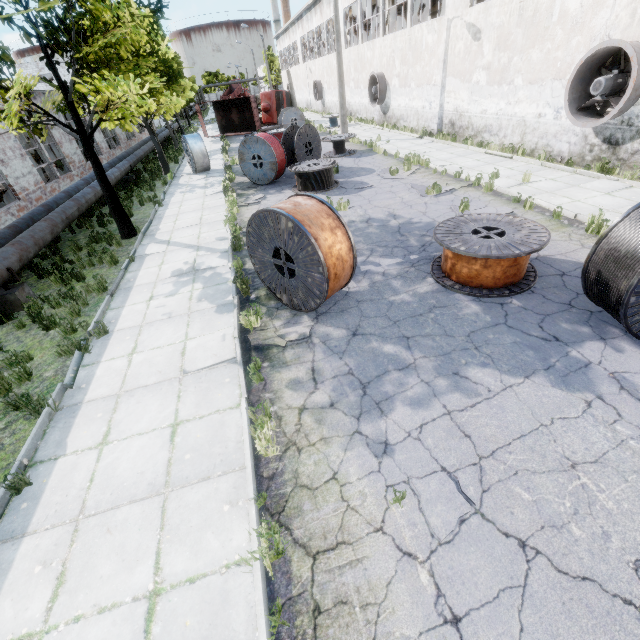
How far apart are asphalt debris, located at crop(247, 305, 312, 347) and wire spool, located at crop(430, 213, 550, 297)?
2.8m

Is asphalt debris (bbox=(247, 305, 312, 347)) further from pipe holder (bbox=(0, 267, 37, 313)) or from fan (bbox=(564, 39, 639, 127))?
fan (bbox=(564, 39, 639, 127))

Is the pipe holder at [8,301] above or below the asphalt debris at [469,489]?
above

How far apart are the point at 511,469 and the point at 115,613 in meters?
4.3 m

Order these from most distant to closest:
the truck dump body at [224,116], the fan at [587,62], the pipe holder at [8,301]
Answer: the truck dump body at [224,116] < the fan at [587,62] < the pipe holder at [8,301]

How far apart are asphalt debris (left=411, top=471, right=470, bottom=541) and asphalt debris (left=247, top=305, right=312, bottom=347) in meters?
2.9 m

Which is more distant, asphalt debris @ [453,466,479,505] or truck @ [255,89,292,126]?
truck @ [255,89,292,126]

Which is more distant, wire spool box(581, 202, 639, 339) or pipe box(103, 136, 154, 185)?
pipe box(103, 136, 154, 185)
